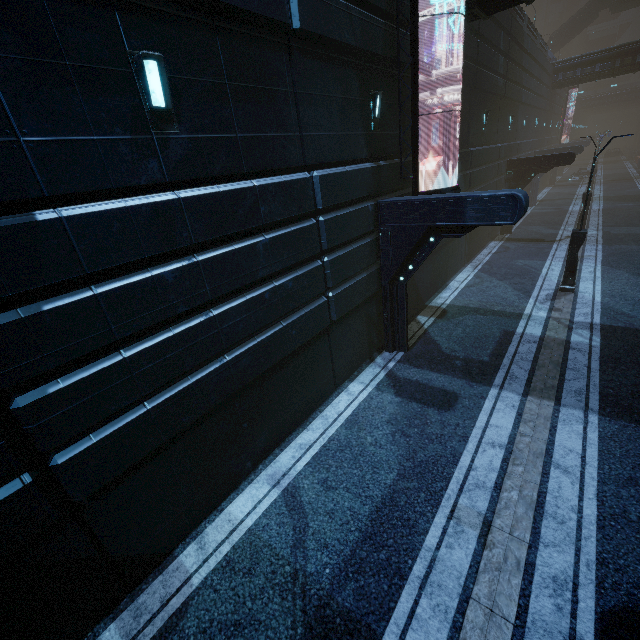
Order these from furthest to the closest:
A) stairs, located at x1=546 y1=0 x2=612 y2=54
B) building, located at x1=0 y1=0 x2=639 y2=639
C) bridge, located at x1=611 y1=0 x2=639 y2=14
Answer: stairs, located at x1=546 y1=0 x2=612 y2=54
bridge, located at x1=611 y1=0 x2=639 y2=14
building, located at x1=0 y1=0 x2=639 y2=639

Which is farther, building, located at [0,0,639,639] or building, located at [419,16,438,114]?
building, located at [419,16,438,114]

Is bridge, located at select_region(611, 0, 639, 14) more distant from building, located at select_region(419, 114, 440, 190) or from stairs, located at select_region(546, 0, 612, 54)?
building, located at select_region(419, 114, 440, 190)

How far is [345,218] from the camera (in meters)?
8.02

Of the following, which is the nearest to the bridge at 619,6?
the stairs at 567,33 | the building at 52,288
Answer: the stairs at 567,33

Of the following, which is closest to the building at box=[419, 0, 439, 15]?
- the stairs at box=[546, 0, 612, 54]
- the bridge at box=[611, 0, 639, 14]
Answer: the stairs at box=[546, 0, 612, 54]

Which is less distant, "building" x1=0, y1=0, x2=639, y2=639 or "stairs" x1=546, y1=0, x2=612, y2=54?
"building" x1=0, y1=0, x2=639, y2=639
